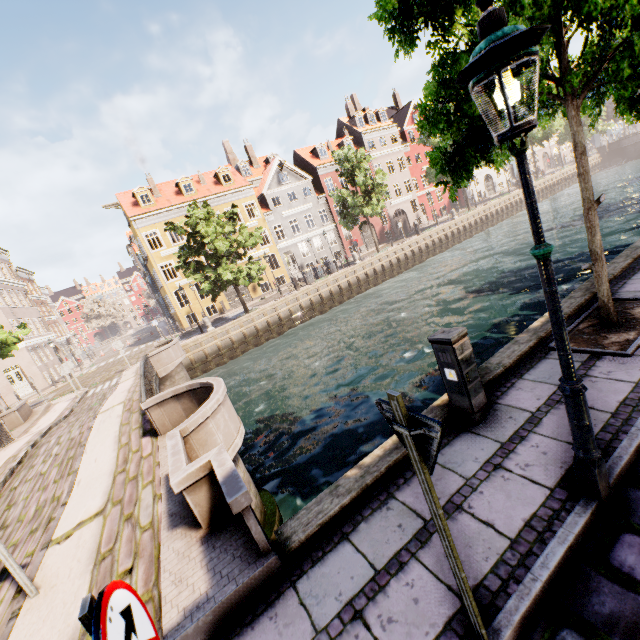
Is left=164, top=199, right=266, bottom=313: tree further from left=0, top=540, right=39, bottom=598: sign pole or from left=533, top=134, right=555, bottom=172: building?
left=0, top=540, right=39, bottom=598: sign pole

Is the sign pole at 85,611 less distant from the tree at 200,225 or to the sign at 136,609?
the sign at 136,609

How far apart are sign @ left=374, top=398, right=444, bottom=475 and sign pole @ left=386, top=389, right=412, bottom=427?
0.02m

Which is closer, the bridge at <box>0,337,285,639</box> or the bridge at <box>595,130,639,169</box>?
the bridge at <box>0,337,285,639</box>

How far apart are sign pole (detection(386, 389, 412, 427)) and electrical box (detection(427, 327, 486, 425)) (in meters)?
2.22

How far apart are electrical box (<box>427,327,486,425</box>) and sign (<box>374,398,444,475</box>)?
2.2m

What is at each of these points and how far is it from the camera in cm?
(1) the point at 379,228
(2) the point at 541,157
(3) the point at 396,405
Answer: (1) building, 4069
(2) building, 5788
(3) sign pole, 175

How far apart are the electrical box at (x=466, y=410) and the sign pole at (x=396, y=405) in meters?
2.2
